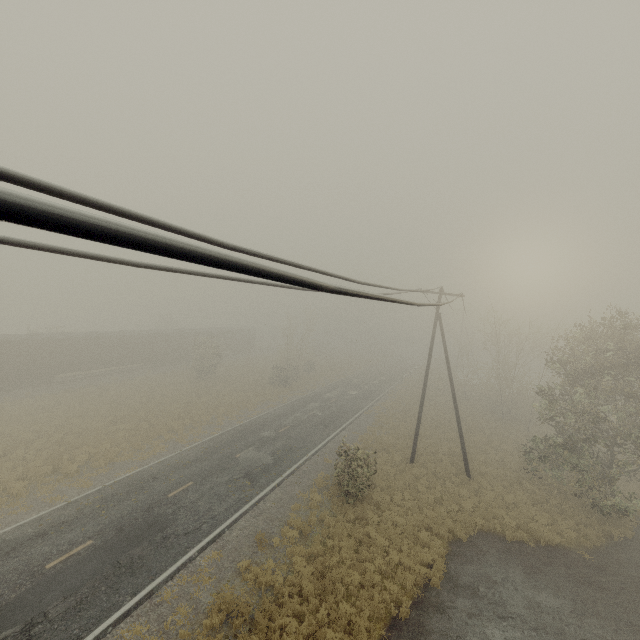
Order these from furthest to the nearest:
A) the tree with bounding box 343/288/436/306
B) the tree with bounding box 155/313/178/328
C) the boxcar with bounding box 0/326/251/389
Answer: the tree with bounding box 155/313/178/328 → the boxcar with bounding box 0/326/251/389 → the tree with bounding box 343/288/436/306

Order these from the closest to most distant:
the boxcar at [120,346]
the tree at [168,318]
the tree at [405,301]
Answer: the tree at [405,301] < the boxcar at [120,346] < the tree at [168,318]

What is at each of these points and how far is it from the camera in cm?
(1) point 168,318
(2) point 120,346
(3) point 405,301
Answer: (1) tree, 5959
(2) boxcar, 3709
(3) tree, 475

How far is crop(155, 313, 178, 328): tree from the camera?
57.6m

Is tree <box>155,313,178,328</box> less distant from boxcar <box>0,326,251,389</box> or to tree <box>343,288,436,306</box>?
boxcar <box>0,326,251,389</box>

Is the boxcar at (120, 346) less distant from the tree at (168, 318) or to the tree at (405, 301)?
the tree at (168, 318)

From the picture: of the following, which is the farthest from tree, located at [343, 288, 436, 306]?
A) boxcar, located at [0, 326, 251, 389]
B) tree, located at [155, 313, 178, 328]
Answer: tree, located at [155, 313, 178, 328]
